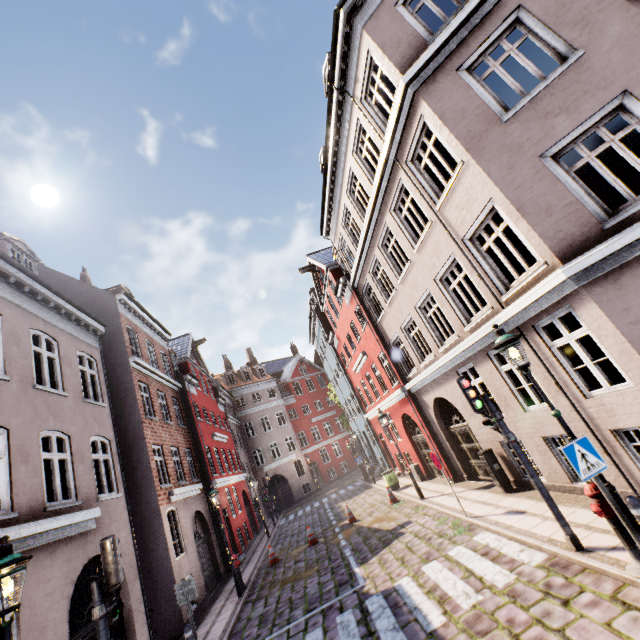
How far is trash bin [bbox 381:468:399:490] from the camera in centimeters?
1738cm

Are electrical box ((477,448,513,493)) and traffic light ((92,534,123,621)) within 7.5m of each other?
no

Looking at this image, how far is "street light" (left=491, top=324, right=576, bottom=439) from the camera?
5.05m

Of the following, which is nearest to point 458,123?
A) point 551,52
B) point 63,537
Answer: point 551,52

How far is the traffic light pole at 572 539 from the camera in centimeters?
573cm

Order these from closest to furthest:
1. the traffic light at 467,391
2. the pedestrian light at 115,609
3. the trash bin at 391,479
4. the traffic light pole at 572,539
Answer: the pedestrian light at 115,609 → the traffic light pole at 572,539 → the traffic light at 467,391 → the trash bin at 391,479

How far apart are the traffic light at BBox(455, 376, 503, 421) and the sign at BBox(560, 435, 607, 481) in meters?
1.7 m

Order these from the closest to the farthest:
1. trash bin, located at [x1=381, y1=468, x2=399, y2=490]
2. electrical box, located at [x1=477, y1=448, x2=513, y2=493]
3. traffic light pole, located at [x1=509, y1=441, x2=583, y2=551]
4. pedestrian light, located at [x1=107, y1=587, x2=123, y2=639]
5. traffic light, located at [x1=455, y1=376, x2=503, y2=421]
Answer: pedestrian light, located at [x1=107, y1=587, x2=123, y2=639]
traffic light pole, located at [x1=509, y1=441, x2=583, y2=551]
traffic light, located at [x1=455, y1=376, x2=503, y2=421]
electrical box, located at [x1=477, y1=448, x2=513, y2=493]
trash bin, located at [x1=381, y1=468, x2=399, y2=490]
